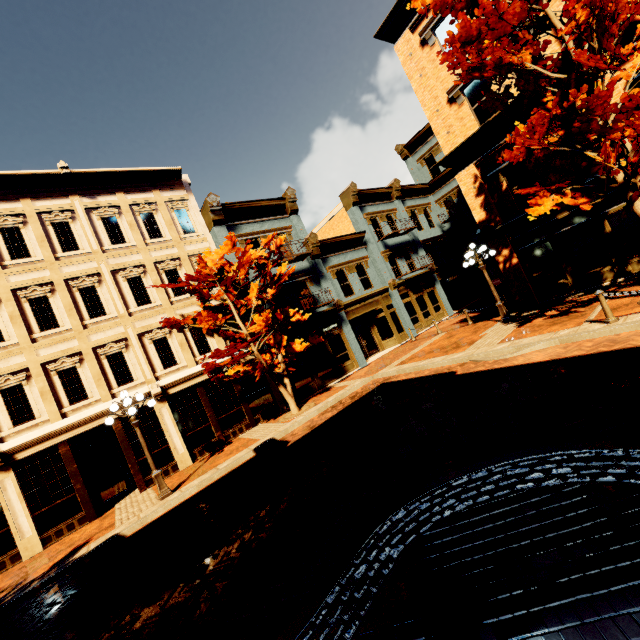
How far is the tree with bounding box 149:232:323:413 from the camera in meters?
12.6 m

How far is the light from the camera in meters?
A: 10.1 m

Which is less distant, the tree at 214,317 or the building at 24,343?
the building at 24,343

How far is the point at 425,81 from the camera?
14.90m

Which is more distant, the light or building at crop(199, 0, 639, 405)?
building at crop(199, 0, 639, 405)

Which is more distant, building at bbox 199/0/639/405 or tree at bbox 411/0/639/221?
building at bbox 199/0/639/405

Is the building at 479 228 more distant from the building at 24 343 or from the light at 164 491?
the light at 164 491

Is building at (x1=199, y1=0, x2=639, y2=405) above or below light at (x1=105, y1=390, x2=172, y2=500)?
above
